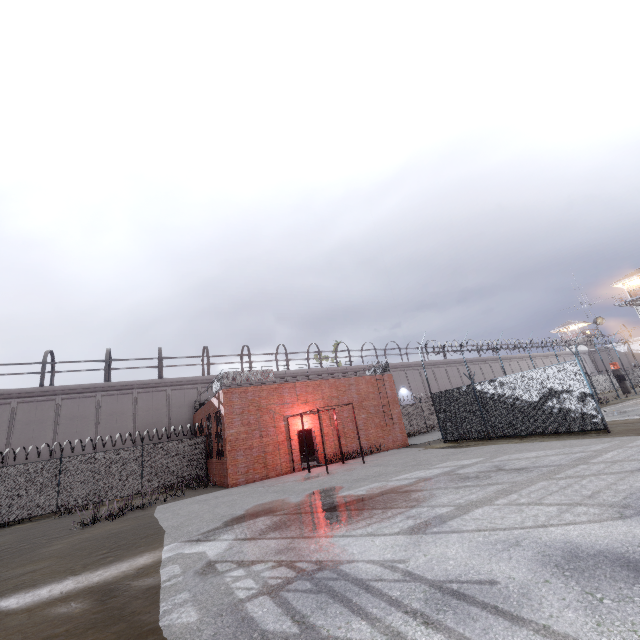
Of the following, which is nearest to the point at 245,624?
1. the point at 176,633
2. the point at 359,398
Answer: the point at 176,633

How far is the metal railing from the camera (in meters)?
18.00

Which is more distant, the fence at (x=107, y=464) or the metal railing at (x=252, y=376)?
the metal railing at (x=252, y=376)

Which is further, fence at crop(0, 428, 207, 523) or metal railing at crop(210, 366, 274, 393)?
metal railing at crop(210, 366, 274, 393)

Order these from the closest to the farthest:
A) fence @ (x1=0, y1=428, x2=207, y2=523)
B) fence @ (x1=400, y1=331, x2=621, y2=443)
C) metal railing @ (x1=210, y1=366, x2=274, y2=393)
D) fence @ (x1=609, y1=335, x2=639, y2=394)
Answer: fence @ (x1=400, y1=331, x2=621, y2=443) < fence @ (x1=0, y1=428, x2=207, y2=523) < metal railing @ (x1=210, y1=366, x2=274, y2=393) < fence @ (x1=609, y1=335, x2=639, y2=394)

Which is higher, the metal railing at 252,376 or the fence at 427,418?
the metal railing at 252,376

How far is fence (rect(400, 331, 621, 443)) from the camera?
12.9m

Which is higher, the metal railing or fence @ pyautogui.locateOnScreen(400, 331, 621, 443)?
the metal railing
